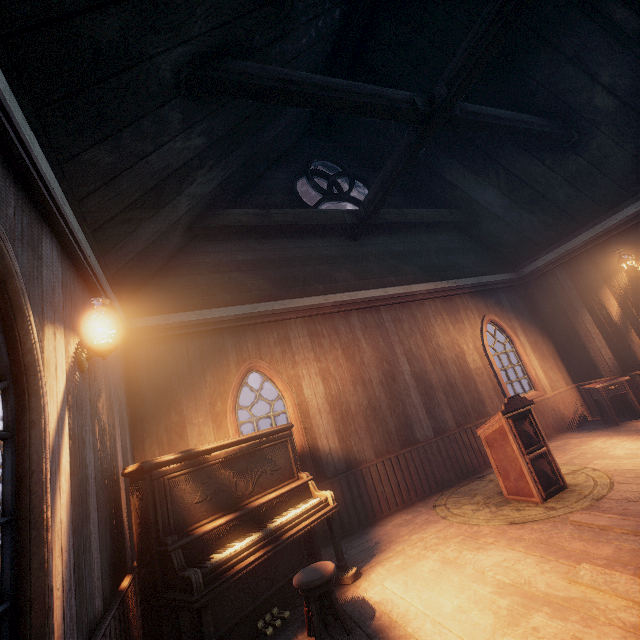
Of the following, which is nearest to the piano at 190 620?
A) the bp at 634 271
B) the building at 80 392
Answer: the building at 80 392

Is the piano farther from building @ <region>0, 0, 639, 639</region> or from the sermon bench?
the sermon bench

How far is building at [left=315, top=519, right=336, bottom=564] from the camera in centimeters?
443cm

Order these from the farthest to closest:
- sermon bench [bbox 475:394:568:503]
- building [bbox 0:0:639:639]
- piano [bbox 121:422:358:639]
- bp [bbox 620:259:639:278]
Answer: bp [bbox 620:259:639:278]
sermon bench [bbox 475:394:568:503]
piano [bbox 121:422:358:639]
building [bbox 0:0:639:639]

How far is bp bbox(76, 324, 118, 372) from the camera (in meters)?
2.77

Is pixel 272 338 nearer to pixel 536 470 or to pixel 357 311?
pixel 357 311

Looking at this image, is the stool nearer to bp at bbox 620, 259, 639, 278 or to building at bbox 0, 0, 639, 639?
building at bbox 0, 0, 639, 639

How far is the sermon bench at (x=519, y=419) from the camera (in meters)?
4.25
